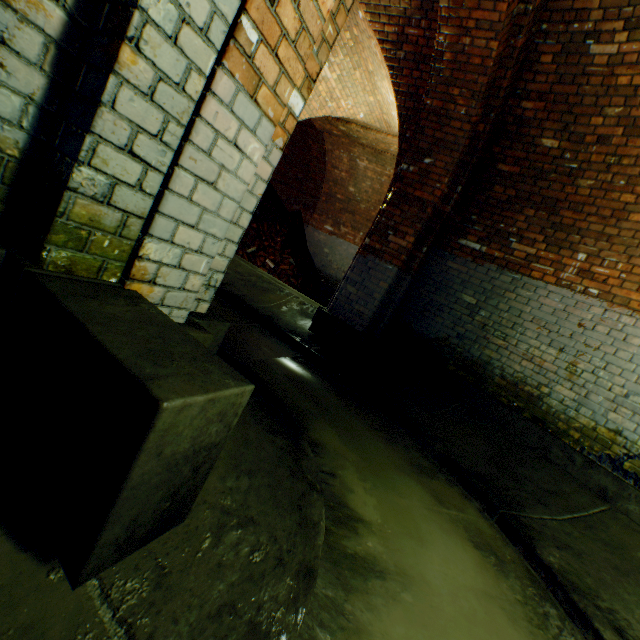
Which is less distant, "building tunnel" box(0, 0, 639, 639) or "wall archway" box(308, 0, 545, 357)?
"building tunnel" box(0, 0, 639, 639)

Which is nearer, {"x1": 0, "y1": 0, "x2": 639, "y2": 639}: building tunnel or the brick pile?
{"x1": 0, "y1": 0, "x2": 639, "y2": 639}: building tunnel

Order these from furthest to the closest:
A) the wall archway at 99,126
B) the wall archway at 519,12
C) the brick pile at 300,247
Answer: the brick pile at 300,247 → the wall archway at 519,12 → the wall archway at 99,126

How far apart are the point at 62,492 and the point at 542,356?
4.8 meters

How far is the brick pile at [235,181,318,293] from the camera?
10.1m

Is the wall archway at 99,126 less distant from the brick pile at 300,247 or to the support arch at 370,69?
the support arch at 370,69

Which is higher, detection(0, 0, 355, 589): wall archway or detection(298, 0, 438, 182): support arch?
detection(298, 0, 438, 182): support arch

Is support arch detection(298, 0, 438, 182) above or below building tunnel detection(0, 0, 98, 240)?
above
